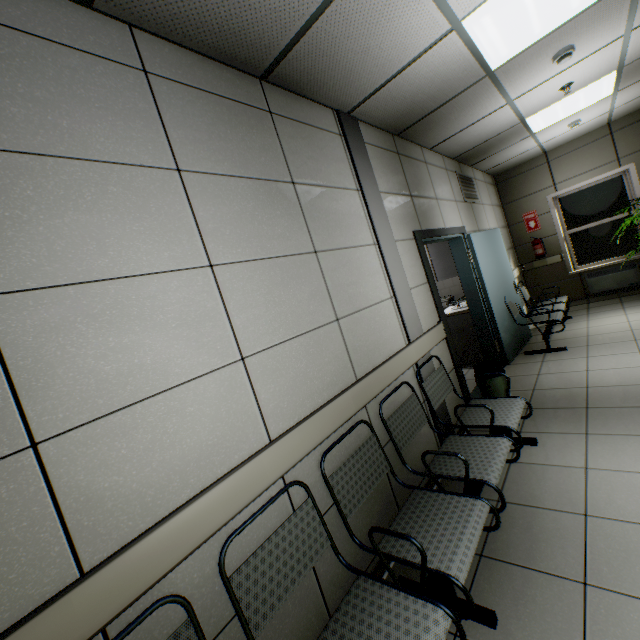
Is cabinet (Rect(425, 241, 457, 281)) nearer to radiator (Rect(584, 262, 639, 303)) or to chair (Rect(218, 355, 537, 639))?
chair (Rect(218, 355, 537, 639))

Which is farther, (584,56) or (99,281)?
(584,56)

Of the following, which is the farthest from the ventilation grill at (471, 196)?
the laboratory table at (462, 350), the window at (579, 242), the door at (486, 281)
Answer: the window at (579, 242)

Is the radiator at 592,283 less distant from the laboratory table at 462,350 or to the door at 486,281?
the door at 486,281

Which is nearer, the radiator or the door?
the door

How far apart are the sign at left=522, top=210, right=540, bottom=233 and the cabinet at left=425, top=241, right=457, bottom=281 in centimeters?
350cm

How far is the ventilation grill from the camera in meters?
5.2

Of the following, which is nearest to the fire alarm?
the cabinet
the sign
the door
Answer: the door
